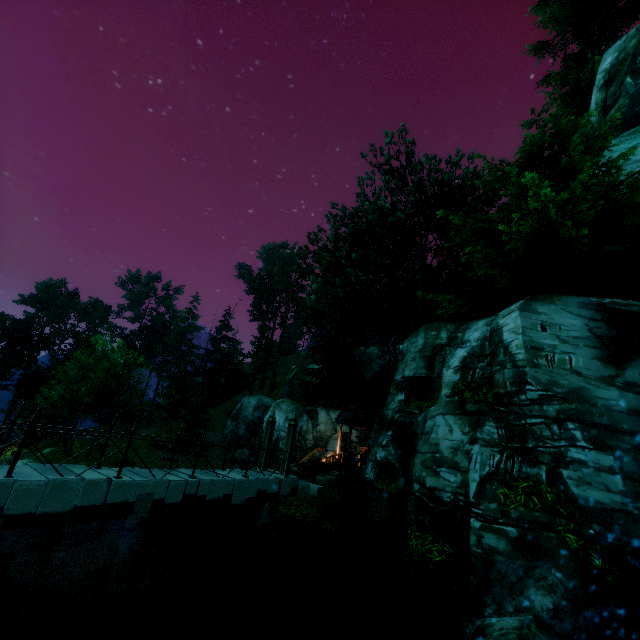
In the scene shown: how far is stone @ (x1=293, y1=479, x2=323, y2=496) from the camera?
13.6m

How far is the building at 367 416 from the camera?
22.16m

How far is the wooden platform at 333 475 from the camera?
18.47m

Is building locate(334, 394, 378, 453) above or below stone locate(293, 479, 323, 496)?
above

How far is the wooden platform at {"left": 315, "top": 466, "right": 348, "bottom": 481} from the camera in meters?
18.5 m

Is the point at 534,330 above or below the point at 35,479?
above

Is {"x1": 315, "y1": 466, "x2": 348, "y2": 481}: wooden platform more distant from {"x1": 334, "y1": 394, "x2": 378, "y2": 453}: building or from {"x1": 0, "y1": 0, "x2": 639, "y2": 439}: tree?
{"x1": 0, "y1": 0, "x2": 639, "y2": 439}: tree

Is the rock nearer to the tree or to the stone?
the tree
